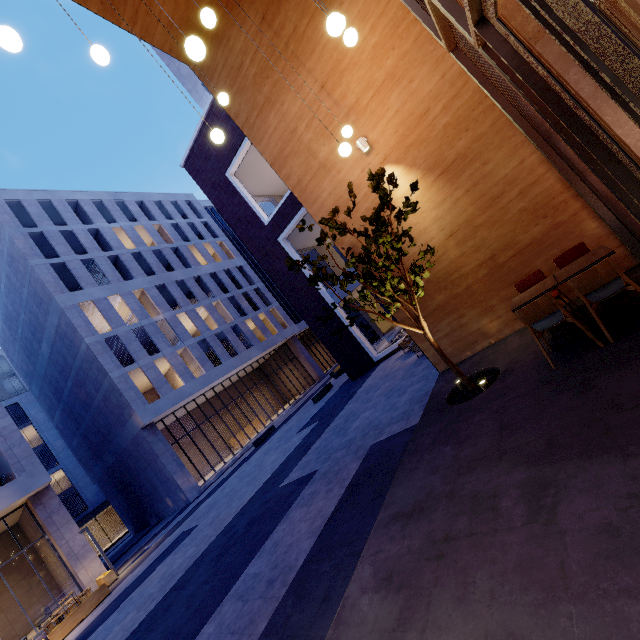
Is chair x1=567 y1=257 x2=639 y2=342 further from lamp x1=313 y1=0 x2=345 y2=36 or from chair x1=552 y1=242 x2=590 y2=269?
lamp x1=313 y1=0 x2=345 y2=36

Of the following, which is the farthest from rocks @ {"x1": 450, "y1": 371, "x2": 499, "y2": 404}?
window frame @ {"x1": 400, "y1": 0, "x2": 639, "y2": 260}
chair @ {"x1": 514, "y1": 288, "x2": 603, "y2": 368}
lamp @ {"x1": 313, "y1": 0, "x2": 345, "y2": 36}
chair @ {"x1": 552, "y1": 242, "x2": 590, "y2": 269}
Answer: lamp @ {"x1": 313, "y1": 0, "x2": 345, "y2": 36}

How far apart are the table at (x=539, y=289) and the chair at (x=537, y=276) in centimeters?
31cm

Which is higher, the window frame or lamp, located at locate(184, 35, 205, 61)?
lamp, located at locate(184, 35, 205, 61)

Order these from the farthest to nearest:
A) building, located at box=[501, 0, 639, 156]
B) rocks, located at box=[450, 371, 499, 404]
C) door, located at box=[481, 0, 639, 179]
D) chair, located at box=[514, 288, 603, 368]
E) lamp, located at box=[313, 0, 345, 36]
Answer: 1. rocks, located at box=[450, 371, 499, 404]
2. building, located at box=[501, 0, 639, 156]
3. chair, located at box=[514, 288, 603, 368]
4. lamp, located at box=[313, 0, 345, 36]
5. door, located at box=[481, 0, 639, 179]

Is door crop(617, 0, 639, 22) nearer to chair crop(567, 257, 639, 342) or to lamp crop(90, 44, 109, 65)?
chair crop(567, 257, 639, 342)

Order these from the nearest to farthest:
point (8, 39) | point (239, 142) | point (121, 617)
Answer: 1. point (8, 39)
2. point (121, 617)
3. point (239, 142)

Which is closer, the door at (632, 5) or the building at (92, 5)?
the door at (632, 5)
